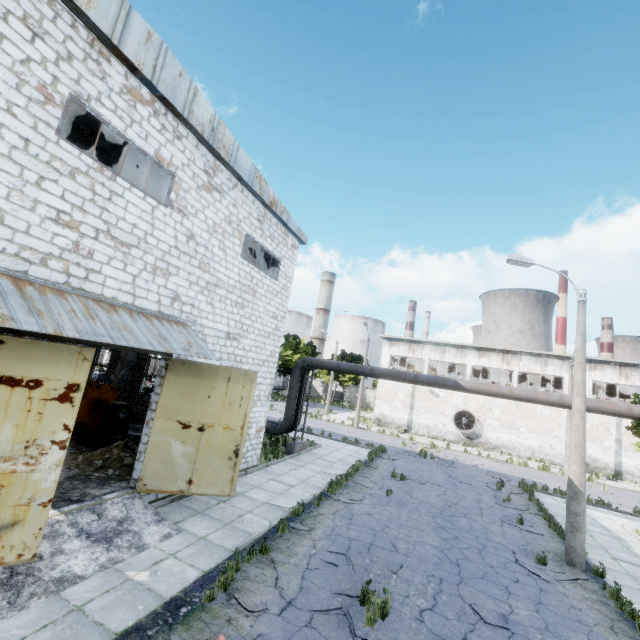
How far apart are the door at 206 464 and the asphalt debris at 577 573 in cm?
864

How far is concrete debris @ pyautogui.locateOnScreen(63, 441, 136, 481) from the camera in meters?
9.8 m

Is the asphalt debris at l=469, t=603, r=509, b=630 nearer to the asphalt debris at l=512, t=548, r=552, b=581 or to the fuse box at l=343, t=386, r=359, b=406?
the asphalt debris at l=512, t=548, r=552, b=581

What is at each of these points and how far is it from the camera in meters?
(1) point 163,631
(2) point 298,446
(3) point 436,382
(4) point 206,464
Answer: (1) asphalt debris, 5.2
(2) pipe holder, 17.7
(3) pipe, 15.4
(4) door, 9.6

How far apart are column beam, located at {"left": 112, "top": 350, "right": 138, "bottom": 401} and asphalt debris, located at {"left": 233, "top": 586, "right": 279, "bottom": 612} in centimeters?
1483cm

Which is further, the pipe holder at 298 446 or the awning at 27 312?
the pipe holder at 298 446

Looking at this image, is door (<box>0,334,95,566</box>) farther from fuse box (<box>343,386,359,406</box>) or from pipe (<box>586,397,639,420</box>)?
fuse box (<box>343,386,359,406</box>)

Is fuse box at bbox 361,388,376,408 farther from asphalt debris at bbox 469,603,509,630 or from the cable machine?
asphalt debris at bbox 469,603,509,630
